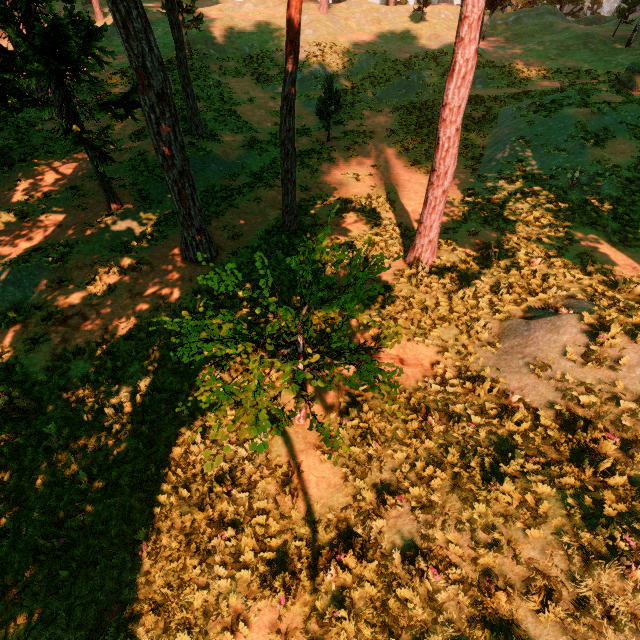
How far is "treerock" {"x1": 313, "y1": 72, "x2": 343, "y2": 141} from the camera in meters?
18.9

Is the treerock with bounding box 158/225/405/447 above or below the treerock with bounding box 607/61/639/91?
below

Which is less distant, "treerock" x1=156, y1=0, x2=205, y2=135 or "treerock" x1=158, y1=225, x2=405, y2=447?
"treerock" x1=158, y1=225, x2=405, y2=447

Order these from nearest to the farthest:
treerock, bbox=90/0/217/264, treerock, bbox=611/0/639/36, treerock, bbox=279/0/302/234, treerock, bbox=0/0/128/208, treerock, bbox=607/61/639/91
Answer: treerock, bbox=90/0/217/264, treerock, bbox=0/0/128/208, treerock, bbox=279/0/302/234, treerock, bbox=607/61/639/91, treerock, bbox=611/0/639/36

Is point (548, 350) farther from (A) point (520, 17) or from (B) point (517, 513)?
(A) point (520, 17)

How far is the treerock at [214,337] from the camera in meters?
4.2 m

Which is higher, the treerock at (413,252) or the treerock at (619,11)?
the treerock at (619,11)
